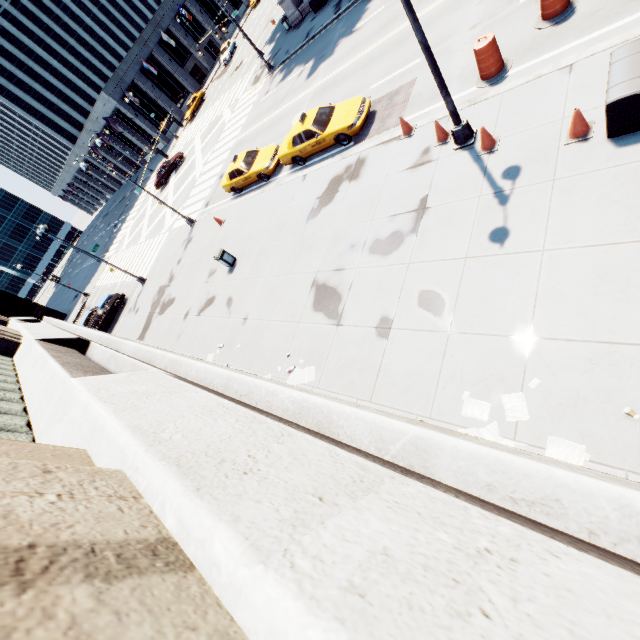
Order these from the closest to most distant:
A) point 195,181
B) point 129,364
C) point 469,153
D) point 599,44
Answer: point 129,364
point 599,44
point 469,153
point 195,181

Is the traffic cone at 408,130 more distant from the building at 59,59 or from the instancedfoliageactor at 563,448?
the building at 59,59

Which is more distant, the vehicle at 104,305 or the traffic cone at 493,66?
the vehicle at 104,305

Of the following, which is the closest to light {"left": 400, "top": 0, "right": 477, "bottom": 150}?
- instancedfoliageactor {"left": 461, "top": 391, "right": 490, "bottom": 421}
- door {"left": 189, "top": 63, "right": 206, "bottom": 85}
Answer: instancedfoliageactor {"left": 461, "top": 391, "right": 490, "bottom": 421}

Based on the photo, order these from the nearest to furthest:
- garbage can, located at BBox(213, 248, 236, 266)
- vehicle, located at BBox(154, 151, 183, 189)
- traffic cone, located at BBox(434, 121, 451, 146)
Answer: traffic cone, located at BBox(434, 121, 451, 146) → garbage can, located at BBox(213, 248, 236, 266) → vehicle, located at BBox(154, 151, 183, 189)

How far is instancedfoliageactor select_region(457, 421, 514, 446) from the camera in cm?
582

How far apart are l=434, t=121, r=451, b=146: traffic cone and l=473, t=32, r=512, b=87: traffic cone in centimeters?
184cm

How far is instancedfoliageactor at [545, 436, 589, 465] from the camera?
5.1m
